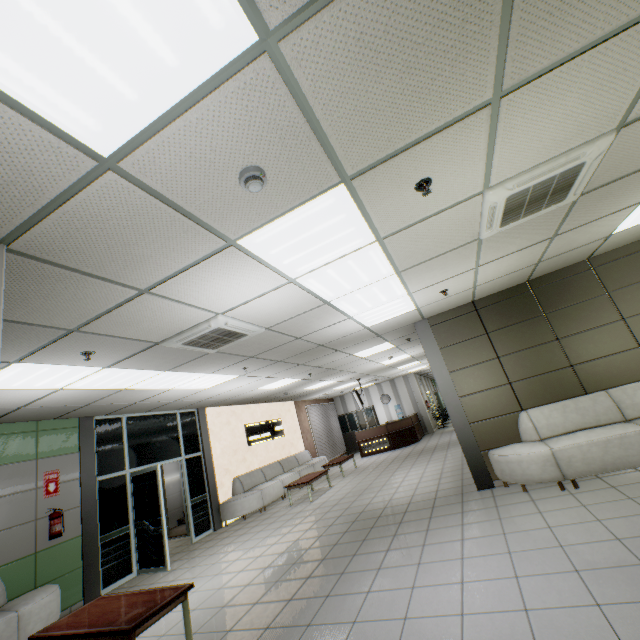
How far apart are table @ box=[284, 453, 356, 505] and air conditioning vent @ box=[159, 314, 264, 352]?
5.76m

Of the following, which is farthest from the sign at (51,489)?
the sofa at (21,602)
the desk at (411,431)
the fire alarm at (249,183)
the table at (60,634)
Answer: the desk at (411,431)

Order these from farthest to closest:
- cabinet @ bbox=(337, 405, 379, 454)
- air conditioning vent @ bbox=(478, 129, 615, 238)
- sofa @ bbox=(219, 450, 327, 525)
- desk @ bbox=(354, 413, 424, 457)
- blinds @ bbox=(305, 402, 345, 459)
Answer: cabinet @ bbox=(337, 405, 379, 454), blinds @ bbox=(305, 402, 345, 459), desk @ bbox=(354, 413, 424, 457), sofa @ bbox=(219, 450, 327, 525), air conditioning vent @ bbox=(478, 129, 615, 238)

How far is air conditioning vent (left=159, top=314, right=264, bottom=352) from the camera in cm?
388

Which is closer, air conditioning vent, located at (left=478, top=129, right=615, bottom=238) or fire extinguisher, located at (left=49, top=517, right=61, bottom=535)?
air conditioning vent, located at (left=478, top=129, right=615, bottom=238)

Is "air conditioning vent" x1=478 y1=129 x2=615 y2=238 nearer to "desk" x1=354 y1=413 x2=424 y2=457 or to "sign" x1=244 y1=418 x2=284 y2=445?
"sign" x1=244 y1=418 x2=284 y2=445

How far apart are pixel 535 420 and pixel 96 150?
6.66m

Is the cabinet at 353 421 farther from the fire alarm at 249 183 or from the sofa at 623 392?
the fire alarm at 249 183
